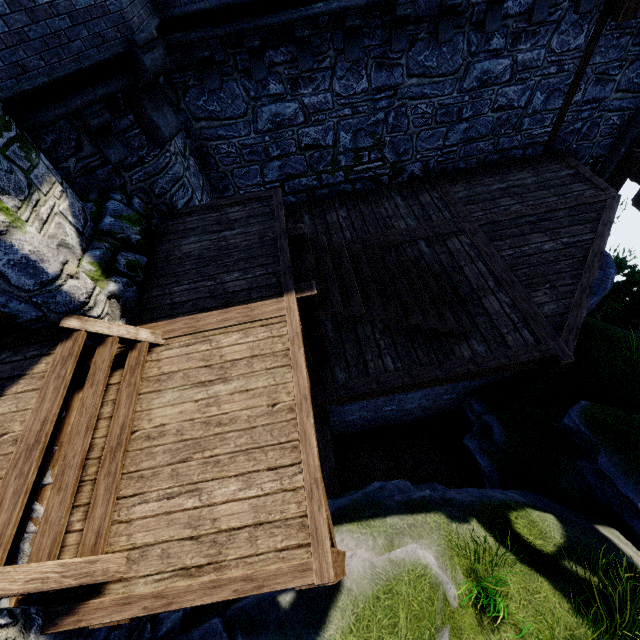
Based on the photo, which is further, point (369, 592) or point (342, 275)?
point (342, 275)

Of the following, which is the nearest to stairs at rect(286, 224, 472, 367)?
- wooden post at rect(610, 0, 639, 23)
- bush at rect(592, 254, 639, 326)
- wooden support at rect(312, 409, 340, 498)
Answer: wooden support at rect(312, 409, 340, 498)

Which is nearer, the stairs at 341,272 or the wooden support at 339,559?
the wooden support at 339,559

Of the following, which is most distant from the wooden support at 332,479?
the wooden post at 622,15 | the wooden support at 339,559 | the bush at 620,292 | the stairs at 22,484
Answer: the wooden post at 622,15

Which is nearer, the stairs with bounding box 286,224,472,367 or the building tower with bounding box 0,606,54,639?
the building tower with bounding box 0,606,54,639

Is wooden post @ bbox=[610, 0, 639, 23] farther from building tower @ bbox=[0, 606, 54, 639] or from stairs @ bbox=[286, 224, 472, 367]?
A: building tower @ bbox=[0, 606, 54, 639]

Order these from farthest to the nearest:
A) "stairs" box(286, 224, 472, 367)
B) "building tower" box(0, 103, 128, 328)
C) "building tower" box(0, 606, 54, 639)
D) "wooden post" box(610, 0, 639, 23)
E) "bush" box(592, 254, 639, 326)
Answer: "bush" box(592, 254, 639, 326)
"wooden post" box(610, 0, 639, 23)
"stairs" box(286, 224, 472, 367)
"building tower" box(0, 103, 128, 328)
"building tower" box(0, 606, 54, 639)

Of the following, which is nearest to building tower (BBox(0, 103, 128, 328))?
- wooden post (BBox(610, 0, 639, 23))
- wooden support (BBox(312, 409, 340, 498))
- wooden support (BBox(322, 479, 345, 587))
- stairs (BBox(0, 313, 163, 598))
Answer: stairs (BBox(0, 313, 163, 598))
